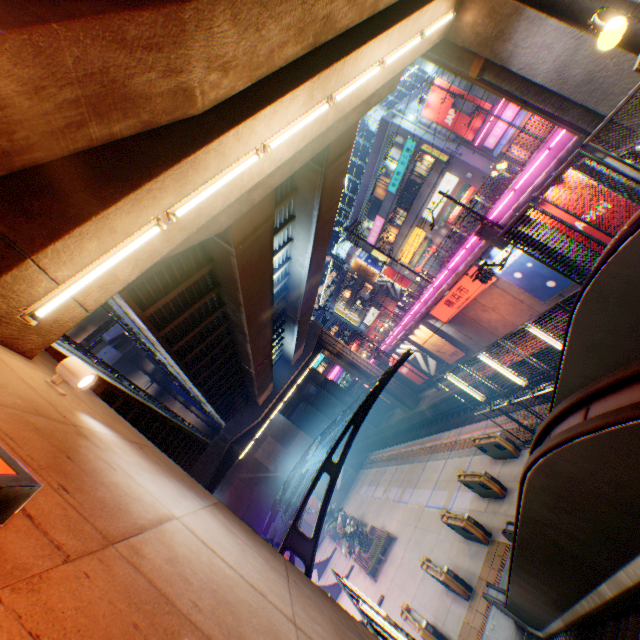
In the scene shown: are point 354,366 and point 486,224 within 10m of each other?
no

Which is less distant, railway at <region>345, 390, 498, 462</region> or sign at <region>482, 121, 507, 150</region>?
railway at <region>345, 390, 498, 462</region>

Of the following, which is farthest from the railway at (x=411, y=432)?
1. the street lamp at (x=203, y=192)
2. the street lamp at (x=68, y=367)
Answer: the street lamp at (x=68, y=367)

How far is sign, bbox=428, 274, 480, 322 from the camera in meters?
21.9 m

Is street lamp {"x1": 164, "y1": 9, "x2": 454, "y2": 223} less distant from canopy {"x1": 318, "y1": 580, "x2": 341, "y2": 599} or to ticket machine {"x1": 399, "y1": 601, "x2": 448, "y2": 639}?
canopy {"x1": 318, "y1": 580, "x2": 341, "y2": 599}

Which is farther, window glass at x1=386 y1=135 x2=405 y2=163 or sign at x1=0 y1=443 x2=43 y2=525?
window glass at x1=386 y1=135 x2=405 y2=163

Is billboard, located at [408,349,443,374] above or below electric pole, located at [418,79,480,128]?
below

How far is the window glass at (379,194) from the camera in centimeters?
3453cm
